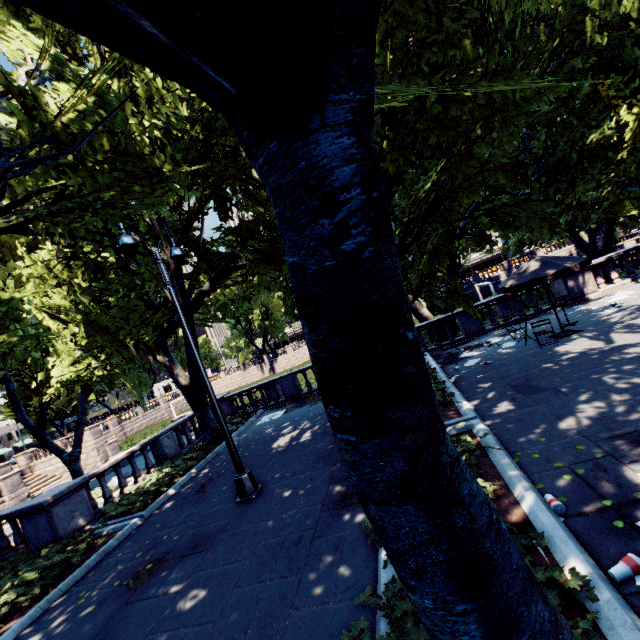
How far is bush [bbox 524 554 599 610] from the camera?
2.81m

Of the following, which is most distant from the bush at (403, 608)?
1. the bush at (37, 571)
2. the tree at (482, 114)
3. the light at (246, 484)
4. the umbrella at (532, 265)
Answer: the bush at (37, 571)

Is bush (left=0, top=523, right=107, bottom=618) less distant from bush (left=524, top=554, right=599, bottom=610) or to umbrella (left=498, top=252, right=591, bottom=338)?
bush (left=524, top=554, right=599, bottom=610)

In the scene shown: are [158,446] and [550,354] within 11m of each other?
no

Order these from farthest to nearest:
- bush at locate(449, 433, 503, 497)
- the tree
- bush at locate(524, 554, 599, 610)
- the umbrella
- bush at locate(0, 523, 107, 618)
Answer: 1. the umbrella
2. bush at locate(0, 523, 107, 618)
3. bush at locate(449, 433, 503, 497)
4. bush at locate(524, 554, 599, 610)
5. the tree

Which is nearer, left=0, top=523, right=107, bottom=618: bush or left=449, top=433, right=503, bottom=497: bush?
left=449, top=433, right=503, bottom=497: bush

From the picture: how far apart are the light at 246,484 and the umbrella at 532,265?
10.21m

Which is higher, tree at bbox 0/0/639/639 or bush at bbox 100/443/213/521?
tree at bbox 0/0/639/639
